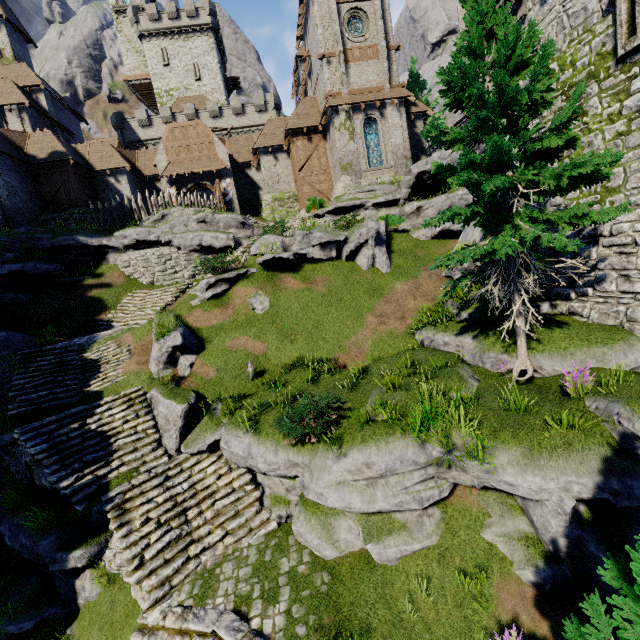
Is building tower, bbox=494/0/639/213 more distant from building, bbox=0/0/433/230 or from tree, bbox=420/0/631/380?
building, bbox=0/0/433/230

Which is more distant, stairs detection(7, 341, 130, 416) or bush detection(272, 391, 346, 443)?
stairs detection(7, 341, 130, 416)

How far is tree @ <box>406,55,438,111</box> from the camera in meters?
30.3 m

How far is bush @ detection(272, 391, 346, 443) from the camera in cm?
854

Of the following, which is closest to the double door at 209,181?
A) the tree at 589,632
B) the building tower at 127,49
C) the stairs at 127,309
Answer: the stairs at 127,309

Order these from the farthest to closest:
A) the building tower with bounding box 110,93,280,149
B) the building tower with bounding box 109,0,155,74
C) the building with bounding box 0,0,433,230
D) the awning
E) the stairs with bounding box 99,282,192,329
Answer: the building tower with bounding box 109,0,155,74 < the building tower with bounding box 110,93,280,149 < the awning < the building with bounding box 0,0,433,230 < the stairs with bounding box 99,282,192,329

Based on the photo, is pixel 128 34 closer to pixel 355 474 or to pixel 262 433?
pixel 262 433

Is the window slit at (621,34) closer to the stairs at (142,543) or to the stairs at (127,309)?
the stairs at (142,543)
